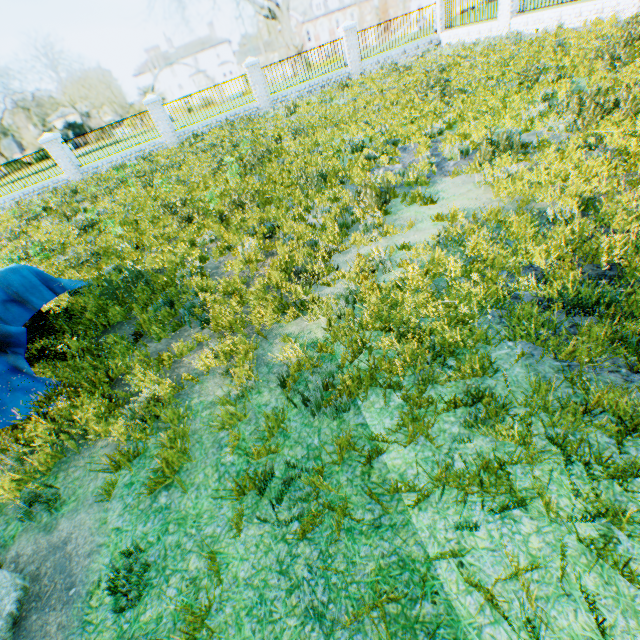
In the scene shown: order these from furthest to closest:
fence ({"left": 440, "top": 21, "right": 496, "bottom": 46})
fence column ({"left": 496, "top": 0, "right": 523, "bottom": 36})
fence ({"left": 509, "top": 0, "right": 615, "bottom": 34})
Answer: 1. fence ({"left": 440, "top": 21, "right": 496, "bottom": 46})
2. fence column ({"left": 496, "top": 0, "right": 523, "bottom": 36})
3. fence ({"left": 509, "top": 0, "right": 615, "bottom": 34})

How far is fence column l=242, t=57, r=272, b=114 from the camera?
16.88m

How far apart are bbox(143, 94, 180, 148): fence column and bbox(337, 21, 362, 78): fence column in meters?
10.4 m

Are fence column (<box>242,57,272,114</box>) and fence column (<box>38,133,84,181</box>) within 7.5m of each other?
no

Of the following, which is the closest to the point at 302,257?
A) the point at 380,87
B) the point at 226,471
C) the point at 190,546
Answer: the point at 226,471

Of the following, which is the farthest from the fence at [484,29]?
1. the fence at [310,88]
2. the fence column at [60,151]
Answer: the fence column at [60,151]

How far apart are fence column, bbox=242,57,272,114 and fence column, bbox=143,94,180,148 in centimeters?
475cm

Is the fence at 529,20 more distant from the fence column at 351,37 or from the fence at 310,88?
the fence at 310,88
